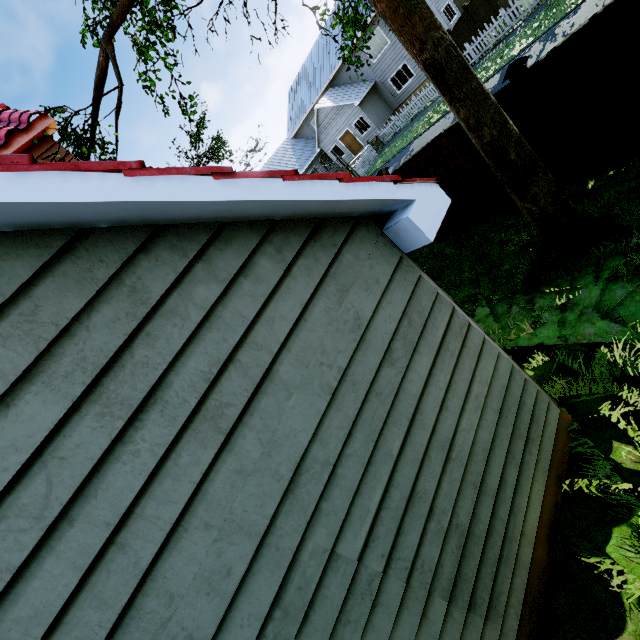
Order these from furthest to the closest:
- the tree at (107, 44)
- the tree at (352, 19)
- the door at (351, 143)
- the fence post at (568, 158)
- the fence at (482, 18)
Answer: the door at (351, 143)
the fence at (482, 18)
the tree at (352, 19)
the tree at (107, 44)
the fence post at (568, 158)

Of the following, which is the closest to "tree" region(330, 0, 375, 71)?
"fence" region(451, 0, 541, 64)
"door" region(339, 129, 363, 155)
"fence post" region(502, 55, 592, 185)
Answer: "fence" region(451, 0, 541, 64)

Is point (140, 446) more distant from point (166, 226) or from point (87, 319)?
point (166, 226)

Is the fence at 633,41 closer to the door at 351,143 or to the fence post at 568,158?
the fence post at 568,158

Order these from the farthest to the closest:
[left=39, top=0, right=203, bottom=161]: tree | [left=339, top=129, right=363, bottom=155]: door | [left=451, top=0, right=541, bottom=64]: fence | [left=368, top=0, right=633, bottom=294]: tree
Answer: [left=339, top=129, right=363, bottom=155]: door < [left=451, top=0, right=541, bottom=64]: fence < [left=39, top=0, right=203, bottom=161]: tree < [left=368, top=0, right=633, bottom=294]: tree

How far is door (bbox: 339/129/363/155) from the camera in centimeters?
2884cm

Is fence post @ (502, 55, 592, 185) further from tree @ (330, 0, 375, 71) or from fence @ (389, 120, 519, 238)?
tree @ (330, 0, 375, 71)
